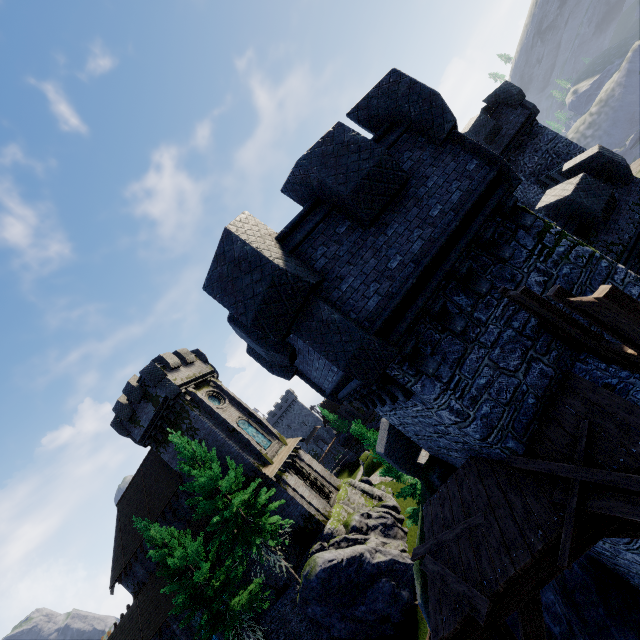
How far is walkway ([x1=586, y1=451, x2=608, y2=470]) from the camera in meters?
4.0

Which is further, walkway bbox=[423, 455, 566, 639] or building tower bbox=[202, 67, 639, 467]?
building tower bbox=[202, 67, 639, 467]

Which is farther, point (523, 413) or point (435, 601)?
point (523, 413)

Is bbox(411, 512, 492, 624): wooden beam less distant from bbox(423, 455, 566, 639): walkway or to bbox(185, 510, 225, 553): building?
bbox(423, 455, 566, 639): walkway

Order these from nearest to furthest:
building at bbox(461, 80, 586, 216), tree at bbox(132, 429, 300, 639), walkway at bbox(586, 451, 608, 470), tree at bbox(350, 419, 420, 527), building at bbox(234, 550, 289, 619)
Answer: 1. walkway at bbox(586, 451, 608, 470)
2. tree at bbox(350, 419, 420, 527)
3. tree at bbox(132, 429, 300, 639)
4. building at bbox(461, 80, 586, 216)
5. building at bbox(234, 550, 289, 619)

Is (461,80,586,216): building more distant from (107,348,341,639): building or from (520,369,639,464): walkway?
(107,348,341,639): building

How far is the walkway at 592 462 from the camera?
4.0m

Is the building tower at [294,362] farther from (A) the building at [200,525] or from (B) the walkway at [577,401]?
(A) the building at [200,525]
